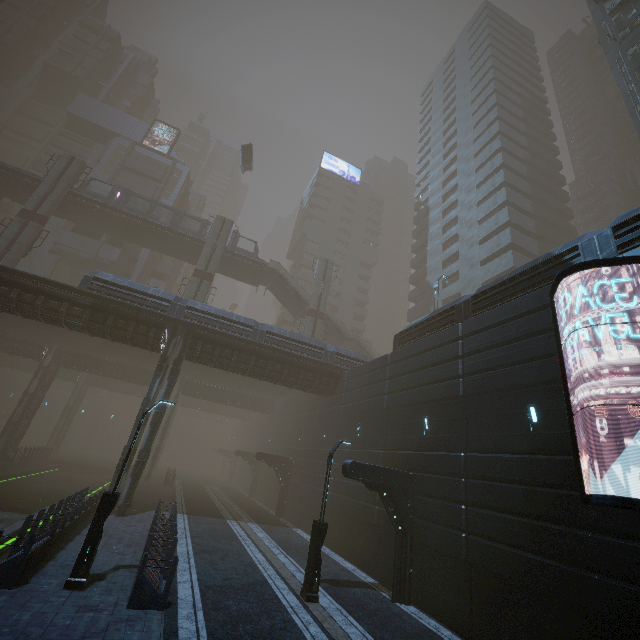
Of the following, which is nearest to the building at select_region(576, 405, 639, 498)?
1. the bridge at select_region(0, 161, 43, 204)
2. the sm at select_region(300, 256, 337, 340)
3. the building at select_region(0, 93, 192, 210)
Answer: the building at select_region(0, 93, 192, 210)

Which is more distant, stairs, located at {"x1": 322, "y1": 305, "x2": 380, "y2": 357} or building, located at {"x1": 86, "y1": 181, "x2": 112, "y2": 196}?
building, located at {"x1": 86, "y1": 181, "x2": 112, "y2": 196}

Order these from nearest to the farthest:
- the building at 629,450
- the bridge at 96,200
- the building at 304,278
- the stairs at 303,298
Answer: the building at 629,450 < the bridge at 96,200 < the stairs at 303,298 < the building at 304,278

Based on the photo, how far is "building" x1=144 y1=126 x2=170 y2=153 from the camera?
57.72m

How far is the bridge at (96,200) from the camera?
36.1 meters

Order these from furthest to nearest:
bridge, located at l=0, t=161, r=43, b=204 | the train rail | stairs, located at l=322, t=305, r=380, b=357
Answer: stairs, located at l=322, t=305, r=380, b=357, bridge, located at l=0, t=161, r=43, b=204, the train rail

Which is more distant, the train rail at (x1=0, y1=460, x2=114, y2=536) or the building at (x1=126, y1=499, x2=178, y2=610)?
the train rail at (x1=0, y1=460, x2=114, y2=536)

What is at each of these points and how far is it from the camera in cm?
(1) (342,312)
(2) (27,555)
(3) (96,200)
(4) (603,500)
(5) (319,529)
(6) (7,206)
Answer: (1) building, 5953
(2) building, 908
(3) bridge, 3569
(4) sign, 749
(5) street light, 1242
(6) building, 4588
